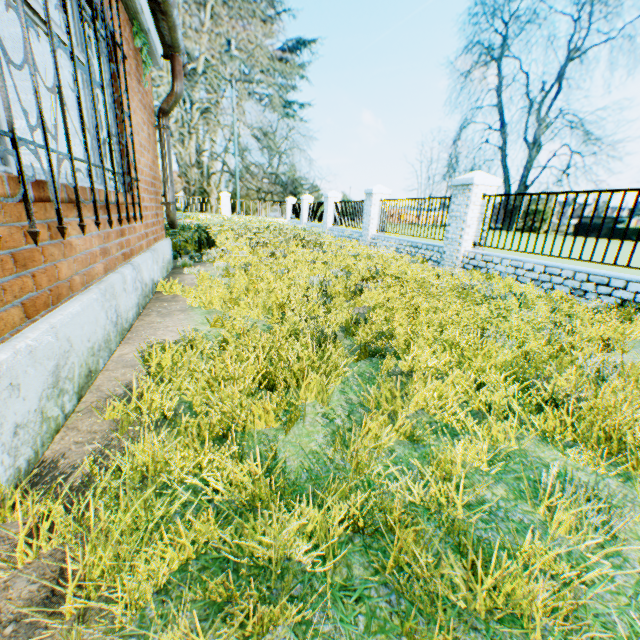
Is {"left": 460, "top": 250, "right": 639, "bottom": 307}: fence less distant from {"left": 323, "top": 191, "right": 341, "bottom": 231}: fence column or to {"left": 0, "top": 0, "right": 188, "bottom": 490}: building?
{"left": 0, "top": 0, "right": 188, "bottom": 490}: building

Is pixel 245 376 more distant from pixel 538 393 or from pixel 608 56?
pixel 608 56

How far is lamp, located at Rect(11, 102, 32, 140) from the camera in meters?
4.1

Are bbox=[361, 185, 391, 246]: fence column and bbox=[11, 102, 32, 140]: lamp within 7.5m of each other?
no

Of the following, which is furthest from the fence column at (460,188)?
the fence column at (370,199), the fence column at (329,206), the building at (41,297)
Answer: the fence column at (329,206)

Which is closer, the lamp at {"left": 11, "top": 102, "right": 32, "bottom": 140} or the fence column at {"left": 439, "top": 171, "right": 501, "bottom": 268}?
the lamp at {"left": 11, "top": 102, "right": 32, "bottom": 140}

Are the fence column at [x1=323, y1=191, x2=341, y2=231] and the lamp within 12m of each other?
no

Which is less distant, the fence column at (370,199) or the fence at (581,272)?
the fence at (581,272)
